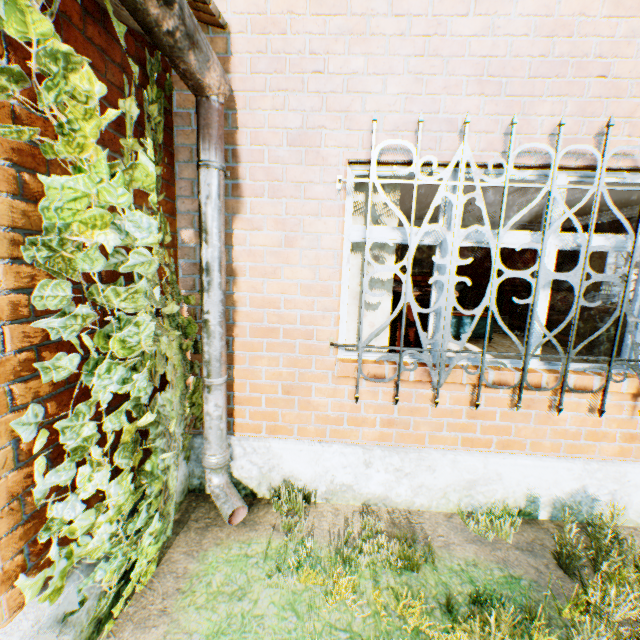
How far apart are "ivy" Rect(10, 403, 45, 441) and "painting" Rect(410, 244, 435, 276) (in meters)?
8.83

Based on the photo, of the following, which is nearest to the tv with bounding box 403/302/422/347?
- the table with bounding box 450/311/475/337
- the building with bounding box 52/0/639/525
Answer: the building with bounding box 52/0/639/525

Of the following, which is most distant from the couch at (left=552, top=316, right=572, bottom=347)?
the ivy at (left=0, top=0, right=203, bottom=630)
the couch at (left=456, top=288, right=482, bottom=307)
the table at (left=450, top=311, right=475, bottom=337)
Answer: the ivy at (left=0, top=0, right=203, bottom=630)

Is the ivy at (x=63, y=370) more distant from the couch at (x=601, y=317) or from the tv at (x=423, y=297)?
the couch at (x=601, y=317)

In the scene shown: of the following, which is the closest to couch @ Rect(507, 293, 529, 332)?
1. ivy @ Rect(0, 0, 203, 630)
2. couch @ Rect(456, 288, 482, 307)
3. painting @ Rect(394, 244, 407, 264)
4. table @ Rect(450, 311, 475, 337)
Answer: couch @ Rect(456, 288, 482, 307)

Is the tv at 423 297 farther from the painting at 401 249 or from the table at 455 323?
the painting at 401 249

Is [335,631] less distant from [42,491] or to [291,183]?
[42,491]

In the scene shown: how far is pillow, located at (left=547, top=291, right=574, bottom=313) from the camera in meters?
8.0
